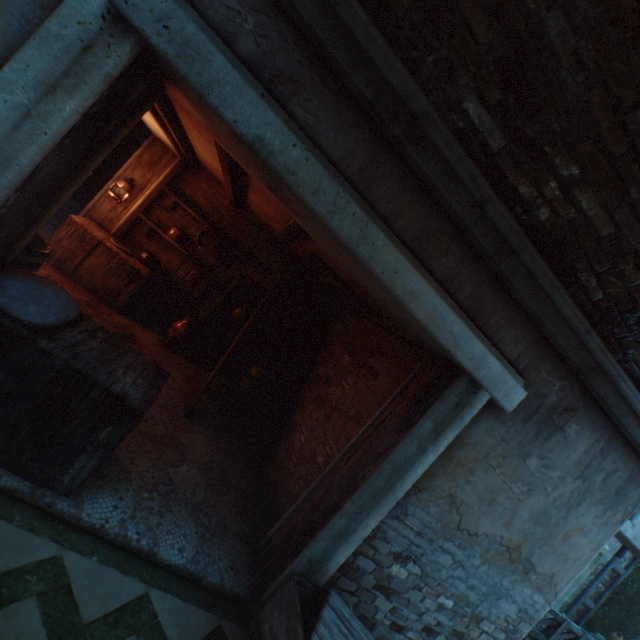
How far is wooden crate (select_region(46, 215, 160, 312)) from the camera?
5.3m

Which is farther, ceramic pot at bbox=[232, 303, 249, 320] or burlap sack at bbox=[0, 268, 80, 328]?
ceramic pot at bbox=[232, 303, 249, 320]

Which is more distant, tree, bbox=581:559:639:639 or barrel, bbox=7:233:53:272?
tree, bbox=581:559:639:639

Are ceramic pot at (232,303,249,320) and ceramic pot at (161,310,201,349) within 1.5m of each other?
yes

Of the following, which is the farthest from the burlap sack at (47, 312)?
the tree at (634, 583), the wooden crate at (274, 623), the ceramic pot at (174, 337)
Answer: the tree at (634, 583)

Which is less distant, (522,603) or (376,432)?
(376,432)

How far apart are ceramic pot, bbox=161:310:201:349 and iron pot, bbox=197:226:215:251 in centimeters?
125cm

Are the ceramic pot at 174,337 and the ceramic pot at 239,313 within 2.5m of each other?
yes
